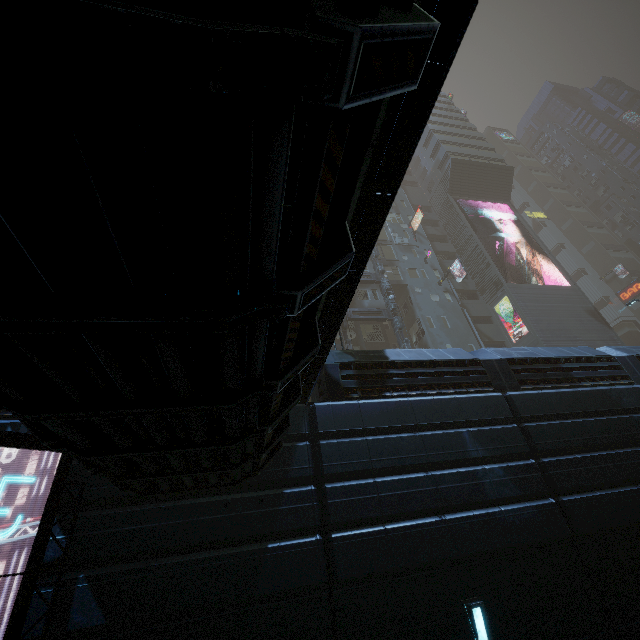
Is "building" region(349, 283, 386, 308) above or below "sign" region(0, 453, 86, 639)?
above

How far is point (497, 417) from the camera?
9.0m

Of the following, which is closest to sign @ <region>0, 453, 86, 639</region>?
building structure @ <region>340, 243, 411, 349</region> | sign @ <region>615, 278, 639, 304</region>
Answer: building structure @ <region>340, 243, 411, 349</region>

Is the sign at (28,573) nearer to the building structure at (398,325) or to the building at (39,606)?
the building at (39,606)

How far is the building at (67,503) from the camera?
6.0 meters

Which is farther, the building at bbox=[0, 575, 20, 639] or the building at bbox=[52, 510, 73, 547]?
the building at bbox=[52, 510, 73, 547]

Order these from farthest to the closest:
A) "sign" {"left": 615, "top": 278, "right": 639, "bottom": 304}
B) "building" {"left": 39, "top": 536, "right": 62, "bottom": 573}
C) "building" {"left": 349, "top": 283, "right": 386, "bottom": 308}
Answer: "sign" {"left": 615, "top": 278, "right": 639, "bottom": 304}
"building" {"left": 349, "top": 283, "right": 386, "bottom": 308}
"building" {"left": 39, "top": 536, "right": 62, "bottom": 573}

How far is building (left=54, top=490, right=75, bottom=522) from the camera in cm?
598
